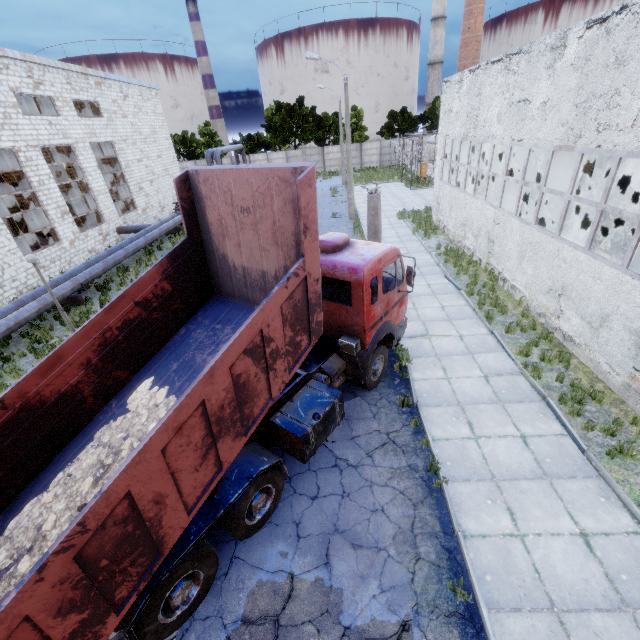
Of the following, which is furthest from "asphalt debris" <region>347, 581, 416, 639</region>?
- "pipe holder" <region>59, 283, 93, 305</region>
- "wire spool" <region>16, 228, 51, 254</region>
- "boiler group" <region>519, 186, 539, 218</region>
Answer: "wire spool" <region>16, 228, 51, 254</region>

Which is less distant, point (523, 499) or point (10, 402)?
point (10, 402)

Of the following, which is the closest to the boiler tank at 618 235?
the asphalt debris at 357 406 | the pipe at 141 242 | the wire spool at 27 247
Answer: the asphalt debris at 357 406

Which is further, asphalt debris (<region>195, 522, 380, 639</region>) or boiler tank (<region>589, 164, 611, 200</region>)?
boiler tank (<region>589, 164, 611, 200</region>)

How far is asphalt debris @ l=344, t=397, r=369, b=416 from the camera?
8.2m

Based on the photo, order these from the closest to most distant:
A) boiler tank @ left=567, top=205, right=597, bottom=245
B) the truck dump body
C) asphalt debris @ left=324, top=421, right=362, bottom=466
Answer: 1. the truck dump body
2. asphalt debris @ left=324, top=421, right=362, bottom=466
3. boiler tank @ left=567, top=205, right=597, bottom=245

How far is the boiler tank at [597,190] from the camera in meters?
15.5

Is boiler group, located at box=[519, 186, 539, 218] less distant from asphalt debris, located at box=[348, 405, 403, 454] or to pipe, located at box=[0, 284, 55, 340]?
asphalt debris, located at box=[348, 405, 403, 454]
